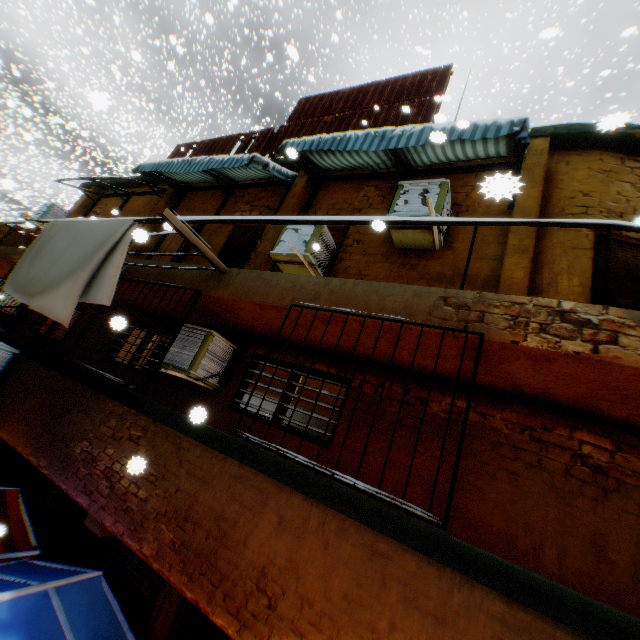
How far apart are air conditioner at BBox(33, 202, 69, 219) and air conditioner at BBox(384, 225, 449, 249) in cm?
1070

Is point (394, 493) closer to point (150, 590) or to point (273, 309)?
point (273, 309)

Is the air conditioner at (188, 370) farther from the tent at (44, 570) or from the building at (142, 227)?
the tent at (44, 570)

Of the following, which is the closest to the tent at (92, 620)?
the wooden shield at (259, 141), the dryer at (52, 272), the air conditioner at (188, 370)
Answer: the dryer at (52, 272)

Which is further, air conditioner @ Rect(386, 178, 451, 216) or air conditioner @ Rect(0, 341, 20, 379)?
air conditioner @ Rect(0, 341, 20, 379)

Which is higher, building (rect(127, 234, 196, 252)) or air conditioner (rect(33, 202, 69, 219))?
air conditioner (rect(33, 202, 69, 219))

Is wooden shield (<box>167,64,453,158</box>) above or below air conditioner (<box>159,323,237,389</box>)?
above

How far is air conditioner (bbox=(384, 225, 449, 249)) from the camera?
5.0m
